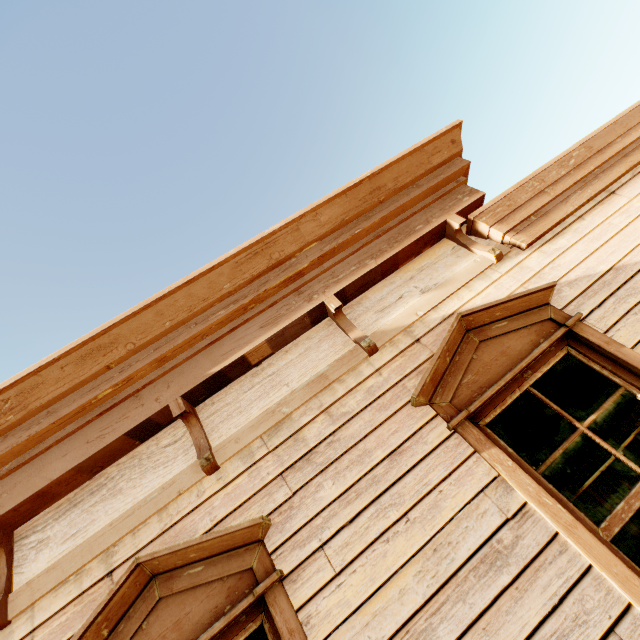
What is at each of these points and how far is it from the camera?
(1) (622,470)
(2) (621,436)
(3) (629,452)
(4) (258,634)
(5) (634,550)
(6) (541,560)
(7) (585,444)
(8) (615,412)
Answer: (1) building, 6.8m
(2) building, 6.3m
(3) building, 6.4m
(4) curtain, 1.8m
(5) curtain, 1.7m
(6) building, 1.6m
(7) curtain, 2.0m
(8) curtain, 2.1m

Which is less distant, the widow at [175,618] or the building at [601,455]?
the widow at [175,618]

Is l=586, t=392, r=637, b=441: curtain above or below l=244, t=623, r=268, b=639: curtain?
below

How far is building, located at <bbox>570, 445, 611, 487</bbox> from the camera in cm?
564

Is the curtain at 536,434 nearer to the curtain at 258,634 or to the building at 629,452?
the building at 629,452

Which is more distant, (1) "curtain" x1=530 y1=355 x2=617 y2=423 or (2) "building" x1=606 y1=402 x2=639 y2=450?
(2) "building" x1=606 y1=402 x2=639 y2=450

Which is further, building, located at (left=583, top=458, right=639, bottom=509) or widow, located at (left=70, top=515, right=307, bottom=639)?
building, located at (left=583, top=458, right=639, bottom=509)
